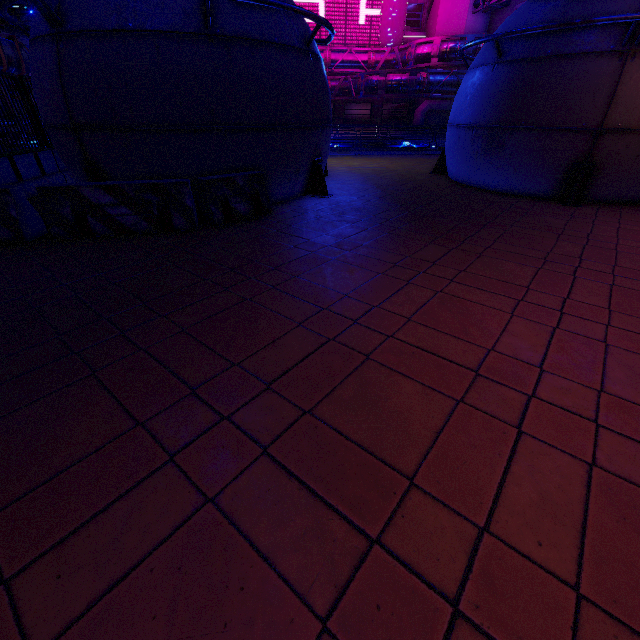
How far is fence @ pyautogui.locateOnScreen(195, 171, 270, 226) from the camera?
6.4m

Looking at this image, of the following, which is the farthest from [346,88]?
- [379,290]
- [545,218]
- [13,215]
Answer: [379,290]

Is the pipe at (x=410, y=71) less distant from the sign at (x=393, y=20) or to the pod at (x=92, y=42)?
the sign at (x=393, y=20)

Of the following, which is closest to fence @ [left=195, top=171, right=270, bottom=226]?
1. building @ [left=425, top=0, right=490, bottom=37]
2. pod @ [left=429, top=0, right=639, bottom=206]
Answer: pod @ [left=429, top=0, right=639, bottom=206]

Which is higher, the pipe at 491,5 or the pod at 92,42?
the pipe at 491,5

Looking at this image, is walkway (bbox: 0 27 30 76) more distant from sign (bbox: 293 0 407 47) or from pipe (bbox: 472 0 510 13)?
sign (bbox: 293 0 407 47)

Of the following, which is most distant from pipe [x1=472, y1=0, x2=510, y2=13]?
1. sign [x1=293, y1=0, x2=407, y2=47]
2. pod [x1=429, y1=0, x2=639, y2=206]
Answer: A: pod [x1=429, y1=0, x2=639, y2=206]

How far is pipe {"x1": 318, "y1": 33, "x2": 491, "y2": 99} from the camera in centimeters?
3047cm
